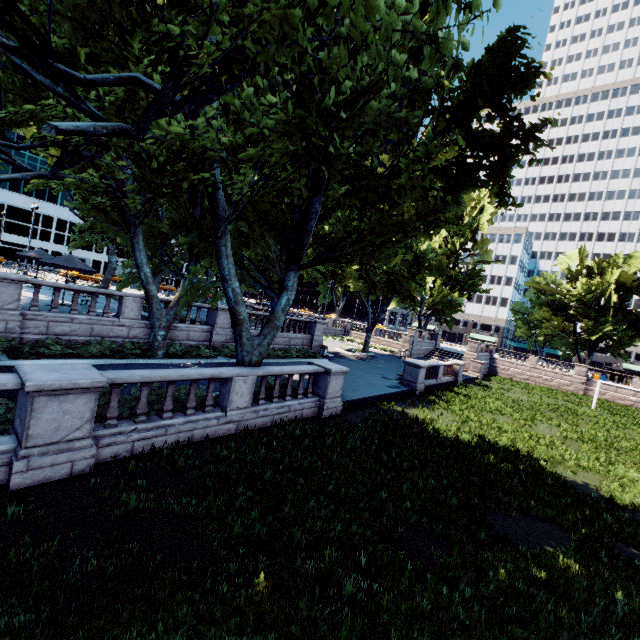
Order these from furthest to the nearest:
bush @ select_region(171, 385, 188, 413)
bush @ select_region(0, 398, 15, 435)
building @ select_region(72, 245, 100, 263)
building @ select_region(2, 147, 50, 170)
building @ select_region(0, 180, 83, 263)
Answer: building @ select_region(72, 245, 100, 263) < building @ select_region(0, 180, 83, 263) < building @ select_region(2, 147, 50, 170) < bush @ select_region(171, 385, 188, 413) < bush @ select_region(0, 398, 15, 435)

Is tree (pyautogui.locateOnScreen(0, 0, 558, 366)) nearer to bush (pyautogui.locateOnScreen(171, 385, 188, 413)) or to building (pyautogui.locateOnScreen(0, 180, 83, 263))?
bush (pyautogui.locateOnScreen(171, 385, 188, 413))

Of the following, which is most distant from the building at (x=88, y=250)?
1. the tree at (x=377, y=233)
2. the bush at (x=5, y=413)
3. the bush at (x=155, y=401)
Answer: the bush at (x=5, y=413)

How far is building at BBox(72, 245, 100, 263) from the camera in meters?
58.0 m

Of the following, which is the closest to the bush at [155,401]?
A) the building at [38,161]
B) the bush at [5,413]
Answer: the bush at [5,413]

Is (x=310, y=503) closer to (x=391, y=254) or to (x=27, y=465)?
(x=27, y=465)

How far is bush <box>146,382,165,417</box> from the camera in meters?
9.0 m
